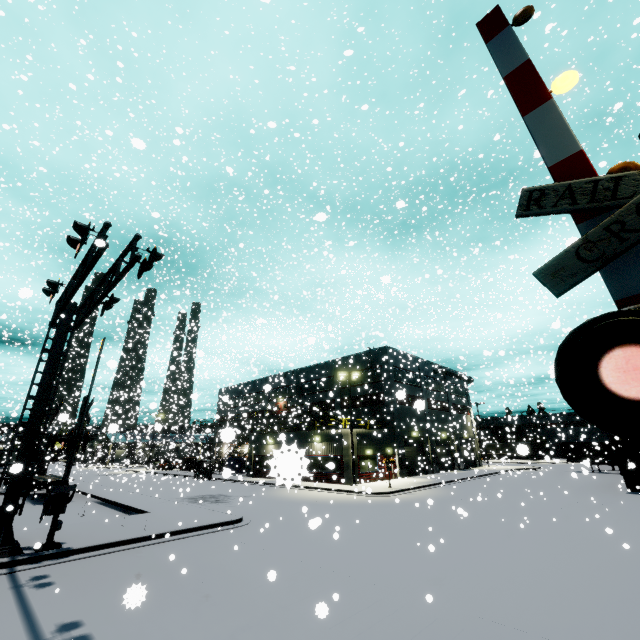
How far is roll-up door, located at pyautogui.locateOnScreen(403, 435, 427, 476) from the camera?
36.9m

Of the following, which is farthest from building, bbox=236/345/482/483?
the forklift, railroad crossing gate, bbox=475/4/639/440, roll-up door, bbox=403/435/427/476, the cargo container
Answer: the forklift

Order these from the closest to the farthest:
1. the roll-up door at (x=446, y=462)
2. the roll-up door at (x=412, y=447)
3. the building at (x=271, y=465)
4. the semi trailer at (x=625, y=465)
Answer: the building at (x=271, y=465)
the semi trailer at (x=625, y=465)
the roll-up door at (x=446, y=462)
the roll-up door at (x=412, y=447)

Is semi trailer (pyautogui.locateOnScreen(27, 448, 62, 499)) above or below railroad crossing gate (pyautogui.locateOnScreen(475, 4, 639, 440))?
below

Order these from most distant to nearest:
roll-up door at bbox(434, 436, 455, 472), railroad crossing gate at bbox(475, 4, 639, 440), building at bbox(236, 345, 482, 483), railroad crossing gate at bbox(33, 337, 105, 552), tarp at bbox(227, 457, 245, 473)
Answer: tarp at bbox(227, 457, 245, 473)
roll-up door at bbox(434, 436, 455, 472)
building at bbox(236, 345, 482, 483)
railroad crossing gate at bbox(33, 337, 105, 552)
railroad crossing gate at bbox(475, 4, 639, 440)

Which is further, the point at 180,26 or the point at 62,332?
the point at 180,26

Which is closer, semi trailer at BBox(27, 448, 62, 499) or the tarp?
semi trailer at BBox(27, 448, 62, 499)

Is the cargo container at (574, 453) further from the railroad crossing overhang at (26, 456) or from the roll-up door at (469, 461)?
the railroad crossing overhang at (26, 456)
